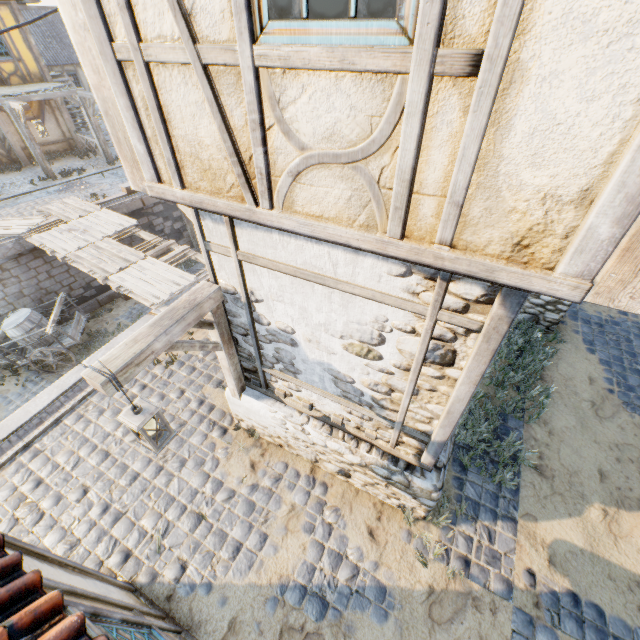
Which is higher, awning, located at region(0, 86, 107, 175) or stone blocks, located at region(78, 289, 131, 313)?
awning, located at region(0, 86, 107, 175)

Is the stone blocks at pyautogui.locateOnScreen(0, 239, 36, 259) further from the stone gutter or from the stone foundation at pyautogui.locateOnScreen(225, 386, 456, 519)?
the stone foundation at pyautogui.locateOnScreen(225, 386, 456, 519)

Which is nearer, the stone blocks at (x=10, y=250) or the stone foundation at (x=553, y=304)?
the stone foundation at (x=553, y=304)

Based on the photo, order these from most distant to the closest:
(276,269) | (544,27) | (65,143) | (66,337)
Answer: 1. (65,143)
2. (66,337)
3. (276,269)
4. (544,27)

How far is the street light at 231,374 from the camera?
2.8 meters

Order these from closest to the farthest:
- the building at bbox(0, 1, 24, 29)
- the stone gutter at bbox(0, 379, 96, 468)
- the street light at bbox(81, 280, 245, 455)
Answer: the street light at bbox(81, 280, 245, 455) → the stone gutter at bbox(0, 379, 96, 468) → the building at bbox(0, 1, 24, 29)

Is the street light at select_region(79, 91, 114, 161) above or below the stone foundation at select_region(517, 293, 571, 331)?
above

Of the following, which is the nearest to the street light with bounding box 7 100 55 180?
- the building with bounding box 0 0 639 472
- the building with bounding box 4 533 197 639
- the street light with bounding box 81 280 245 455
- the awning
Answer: the awning
